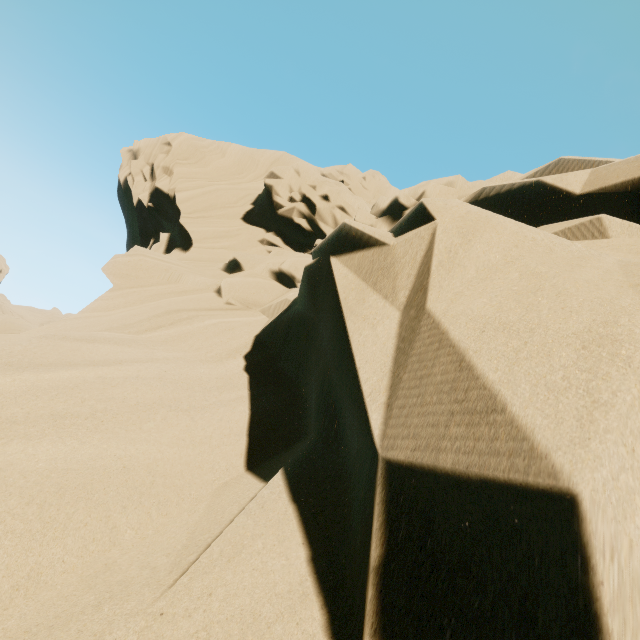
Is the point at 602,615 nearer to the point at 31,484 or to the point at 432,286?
the point at 432,286
